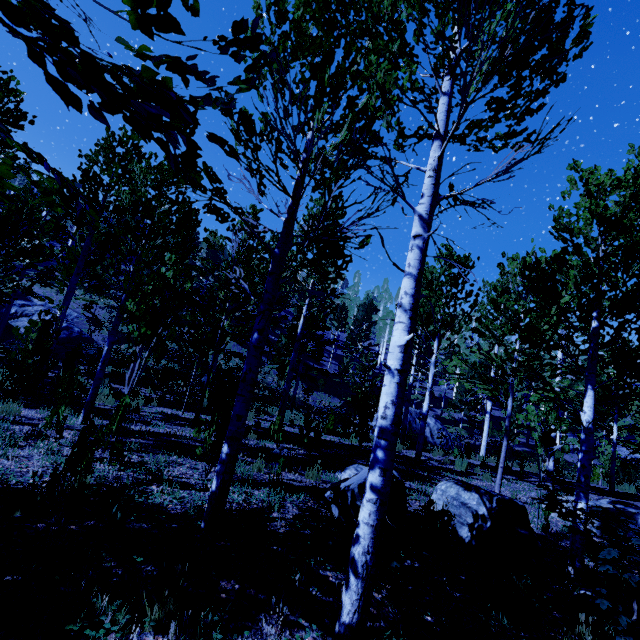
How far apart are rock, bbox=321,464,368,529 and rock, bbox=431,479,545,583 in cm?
46

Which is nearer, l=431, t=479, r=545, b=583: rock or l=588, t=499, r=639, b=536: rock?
l=431, t=479, r=545, b=583: rock

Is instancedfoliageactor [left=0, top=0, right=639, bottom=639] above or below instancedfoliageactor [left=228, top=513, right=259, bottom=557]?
above

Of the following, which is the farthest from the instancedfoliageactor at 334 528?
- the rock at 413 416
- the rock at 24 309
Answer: the rock at 413 416

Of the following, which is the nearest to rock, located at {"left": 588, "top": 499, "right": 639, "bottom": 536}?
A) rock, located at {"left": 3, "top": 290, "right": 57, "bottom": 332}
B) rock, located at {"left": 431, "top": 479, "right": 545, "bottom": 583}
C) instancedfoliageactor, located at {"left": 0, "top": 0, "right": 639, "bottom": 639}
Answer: instancedfoliageactor, located at {"left": 0, "top": 0, "right": 639, "bottom": 639}

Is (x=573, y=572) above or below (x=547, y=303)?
below

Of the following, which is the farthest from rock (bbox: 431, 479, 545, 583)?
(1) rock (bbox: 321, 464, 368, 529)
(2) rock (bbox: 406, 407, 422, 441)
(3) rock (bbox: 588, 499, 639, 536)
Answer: (2) rock (bbox: 406, 407, 422, 441)

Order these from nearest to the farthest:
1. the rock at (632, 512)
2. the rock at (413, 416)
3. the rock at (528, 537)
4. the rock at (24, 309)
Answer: the rock at (528, 537) → the rock at (632, 512) → the rock at (413, 416) → the rock at (24, 309)
